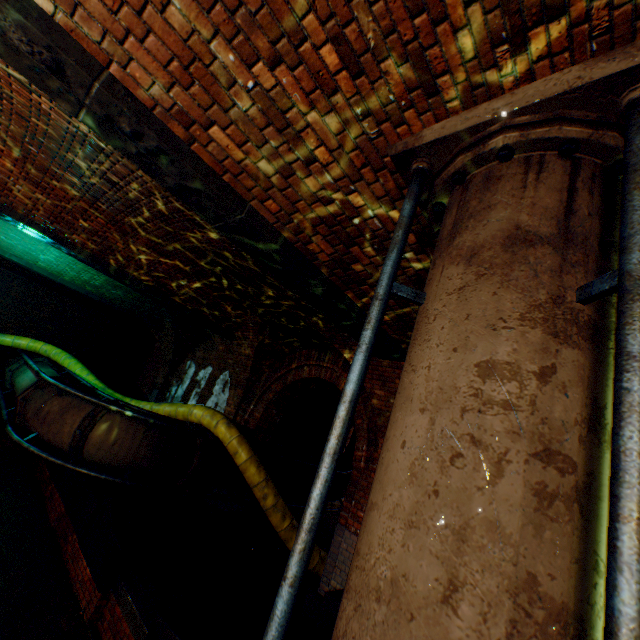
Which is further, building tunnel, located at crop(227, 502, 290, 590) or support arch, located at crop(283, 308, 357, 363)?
building tunnel, located at crop(227, 502, 290, 590)

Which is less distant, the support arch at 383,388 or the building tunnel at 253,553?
the support arch at 383,388

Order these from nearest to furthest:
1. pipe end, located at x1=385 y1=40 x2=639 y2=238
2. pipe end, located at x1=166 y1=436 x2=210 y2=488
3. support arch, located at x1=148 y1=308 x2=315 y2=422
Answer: pipe end, located at x1=385 y1=40 x2=639 y2=238, pipe end, located at x1=166 y1=436 x2=210 y2=488, support arch, located at x1=148 y1=308 x2=315 y2=422

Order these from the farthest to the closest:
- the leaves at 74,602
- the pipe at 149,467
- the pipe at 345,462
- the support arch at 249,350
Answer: the pipe at 345,462, the support arch at 249,350, the pipe at 149,467, the leaves at 74,602

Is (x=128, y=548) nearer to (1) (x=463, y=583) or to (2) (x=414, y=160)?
(1) (x=463, y=583)

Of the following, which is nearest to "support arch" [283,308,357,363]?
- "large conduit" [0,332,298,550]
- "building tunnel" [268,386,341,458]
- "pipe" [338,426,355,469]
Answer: "building tunnel" [268,386,341,458]

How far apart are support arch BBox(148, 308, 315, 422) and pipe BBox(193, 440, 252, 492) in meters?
0.4

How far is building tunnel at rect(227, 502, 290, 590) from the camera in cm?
691
